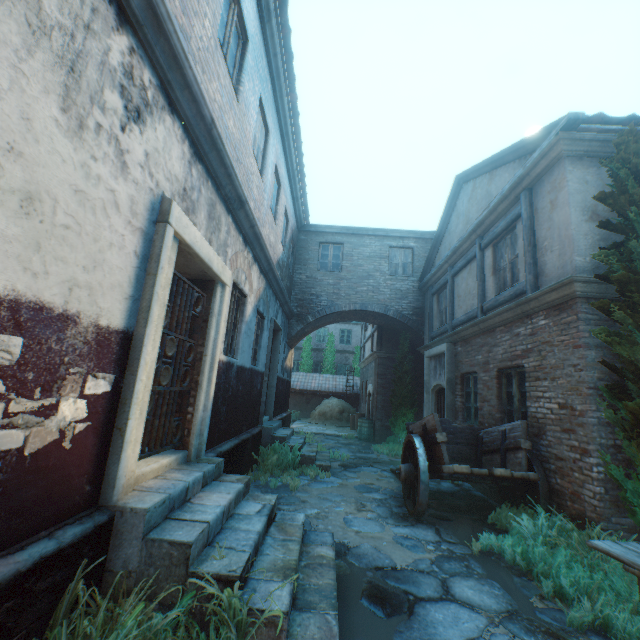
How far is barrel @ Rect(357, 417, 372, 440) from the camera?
14.1 meters

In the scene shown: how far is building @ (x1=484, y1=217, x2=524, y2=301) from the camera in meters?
6.6 m

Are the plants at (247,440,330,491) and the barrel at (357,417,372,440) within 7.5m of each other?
yes

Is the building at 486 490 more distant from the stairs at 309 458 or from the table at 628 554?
the table at 628 554

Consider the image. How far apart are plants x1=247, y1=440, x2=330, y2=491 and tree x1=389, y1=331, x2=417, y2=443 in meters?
5.5 m

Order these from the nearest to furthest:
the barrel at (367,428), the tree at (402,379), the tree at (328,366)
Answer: the tree at (402,379) < the barrel at (367,428) < the tree at (328,366)

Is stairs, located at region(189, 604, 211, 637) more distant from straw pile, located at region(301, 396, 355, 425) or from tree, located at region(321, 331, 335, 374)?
tree, located at region(321, 331, 335, 374)

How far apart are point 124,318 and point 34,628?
2.02m
